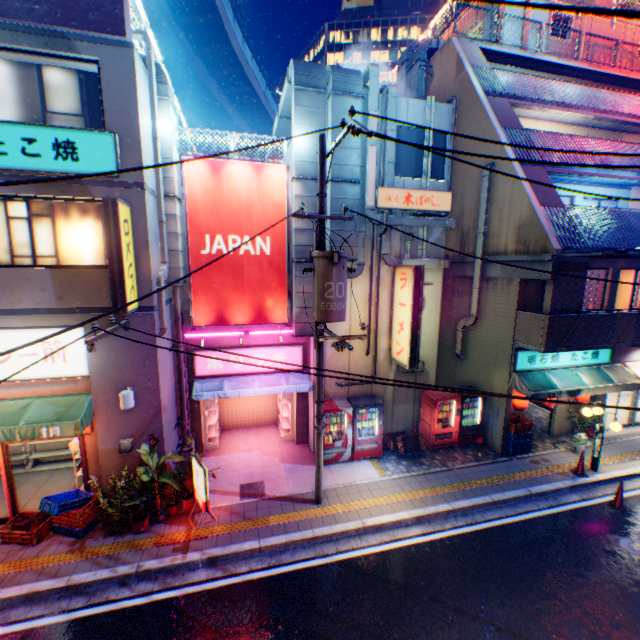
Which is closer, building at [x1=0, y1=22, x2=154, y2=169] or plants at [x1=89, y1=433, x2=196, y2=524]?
building at [x1=0, y1=22, x2=154, y2=169]

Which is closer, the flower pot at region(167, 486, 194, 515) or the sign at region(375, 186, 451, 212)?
the flower pot at region(167, 486, 194, 515)

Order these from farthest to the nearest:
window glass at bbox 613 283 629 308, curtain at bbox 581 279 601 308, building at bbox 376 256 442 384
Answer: window glass at bbox 613 283 629 308 < curtain at bbox 581 279 601 308 < building at bbox 376 256 442 384

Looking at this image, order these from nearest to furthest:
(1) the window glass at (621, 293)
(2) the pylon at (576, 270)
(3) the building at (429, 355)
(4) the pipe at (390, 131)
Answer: (2) the pylon at (576, 270) < (4) the pipe at (390, 131) < (3) the building at (429, 355) < (1) the window glass at (621, 293)

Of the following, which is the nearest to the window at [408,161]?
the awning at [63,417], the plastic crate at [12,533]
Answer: the awning at [63,417]

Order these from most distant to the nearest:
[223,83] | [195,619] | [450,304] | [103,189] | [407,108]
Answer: [223,83] < [450,304] < [407,108] < [103,189] < [195,619]

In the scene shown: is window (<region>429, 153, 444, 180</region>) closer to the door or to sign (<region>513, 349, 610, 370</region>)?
sign (<region>513, 349, 610, 370</region>)

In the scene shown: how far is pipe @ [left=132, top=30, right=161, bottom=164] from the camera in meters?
8.0 m
